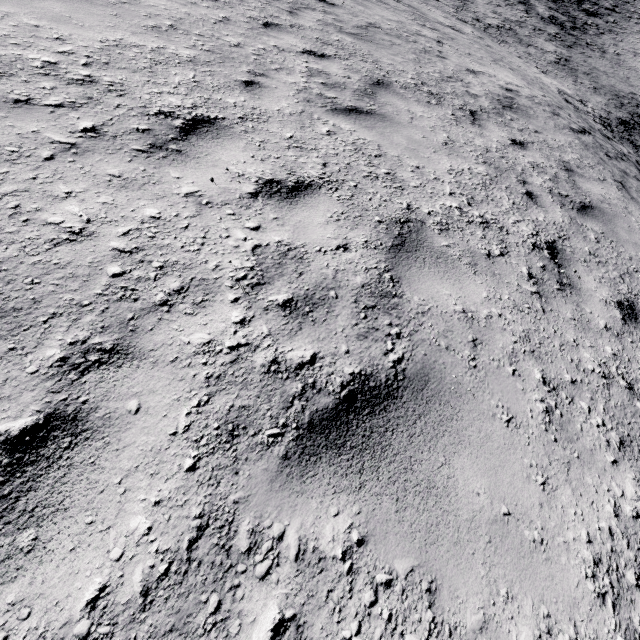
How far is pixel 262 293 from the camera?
2.0m
